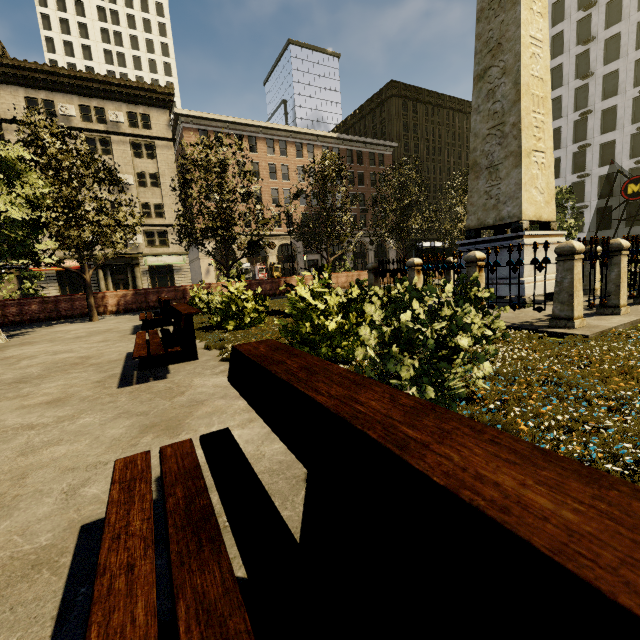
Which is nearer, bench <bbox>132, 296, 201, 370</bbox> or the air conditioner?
bench <bbox>132, 296, 201, 370</bbox>

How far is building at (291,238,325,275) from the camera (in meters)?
43.17

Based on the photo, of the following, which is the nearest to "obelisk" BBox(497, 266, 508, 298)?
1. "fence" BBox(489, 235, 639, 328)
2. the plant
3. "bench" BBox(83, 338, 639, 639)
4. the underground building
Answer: "fence" BBox(489, 235, 639, 328)

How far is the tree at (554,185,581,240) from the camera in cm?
2031

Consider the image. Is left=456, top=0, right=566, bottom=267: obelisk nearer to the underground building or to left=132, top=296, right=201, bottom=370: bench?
left=132, top=296, right=201, bottom=370: bench

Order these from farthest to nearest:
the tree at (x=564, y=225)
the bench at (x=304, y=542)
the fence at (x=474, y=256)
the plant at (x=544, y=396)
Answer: the tree at (x=564, y=225) → the fence at (x=474, y=256) → the plant at (x=544, y=396) → the bench at (x=304, y=542)

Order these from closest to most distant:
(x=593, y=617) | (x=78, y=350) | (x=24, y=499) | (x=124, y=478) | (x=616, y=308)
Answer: (x=593, y=617)
(x=124, y=478)
(x=24, y=499)
(x=616, y=308)
(x=78, y=350)

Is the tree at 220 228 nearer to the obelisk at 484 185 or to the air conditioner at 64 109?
the obelisk at 484 185
